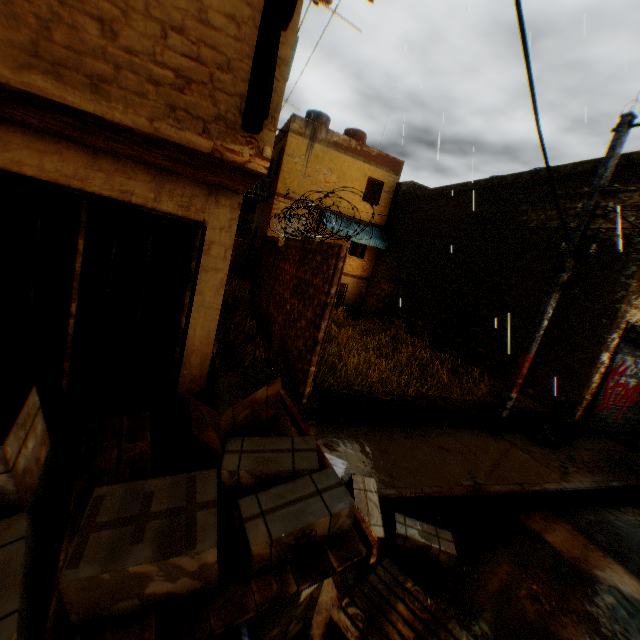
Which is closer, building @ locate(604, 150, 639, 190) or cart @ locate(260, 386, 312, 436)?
cart @ locate(260, 386, 312, 436)

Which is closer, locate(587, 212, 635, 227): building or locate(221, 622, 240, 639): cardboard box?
locate(221, 622, 240, 639): cardboard box

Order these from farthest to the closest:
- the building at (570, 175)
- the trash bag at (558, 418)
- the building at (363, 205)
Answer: the building at (363, 205) → the building at (570, 175) → the trash bag at (558, 418)

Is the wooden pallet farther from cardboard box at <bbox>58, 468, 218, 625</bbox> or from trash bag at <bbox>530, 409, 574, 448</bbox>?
trash bag at <bbox>530, 409, 574, 448</bbox>

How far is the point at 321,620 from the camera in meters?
2.9

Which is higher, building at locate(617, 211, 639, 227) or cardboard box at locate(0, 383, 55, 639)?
building at locate(617, 211, 639, 227)

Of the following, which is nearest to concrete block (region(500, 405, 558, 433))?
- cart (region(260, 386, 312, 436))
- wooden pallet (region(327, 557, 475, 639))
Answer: wooden pallet (region(327, 557, 475, 639))

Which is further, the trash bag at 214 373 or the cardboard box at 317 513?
the trash bag at 214 373
